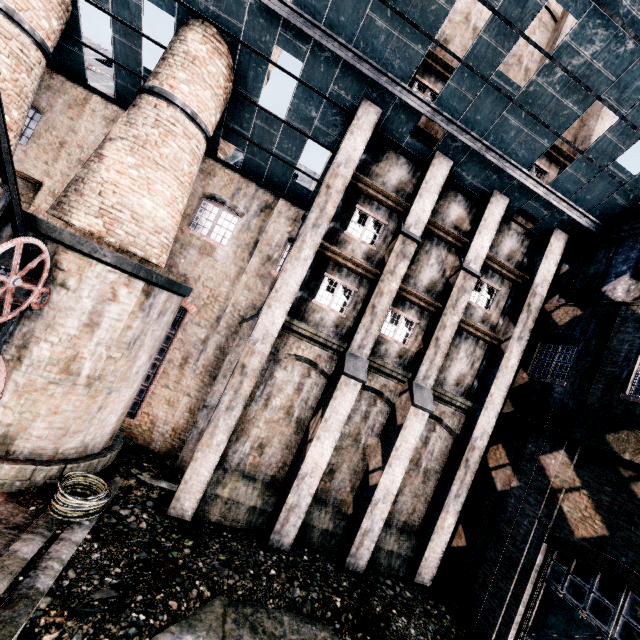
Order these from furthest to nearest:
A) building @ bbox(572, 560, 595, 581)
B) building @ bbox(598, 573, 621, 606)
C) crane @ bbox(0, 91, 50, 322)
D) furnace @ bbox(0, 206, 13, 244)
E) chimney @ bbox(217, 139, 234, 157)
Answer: chimney @ bbox(217, 139, 234, 157), building @ bbox(572, 560, 595, 581), building @ bbox(598, 573, 621, 606), furnace @ bbox(0, 206, 13, 244), crane @ bbox(0, 91, 50, 322)

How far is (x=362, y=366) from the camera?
12.3m

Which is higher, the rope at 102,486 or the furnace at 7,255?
the furnace at 7,255

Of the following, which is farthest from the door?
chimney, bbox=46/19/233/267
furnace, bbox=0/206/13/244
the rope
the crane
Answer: the crane

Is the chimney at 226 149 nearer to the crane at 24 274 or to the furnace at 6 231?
the furnace at 6 231

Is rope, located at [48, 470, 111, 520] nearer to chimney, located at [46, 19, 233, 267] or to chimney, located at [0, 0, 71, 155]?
chimney, located at [46, 19, 233, 267]

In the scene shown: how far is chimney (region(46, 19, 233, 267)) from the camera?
10.5m

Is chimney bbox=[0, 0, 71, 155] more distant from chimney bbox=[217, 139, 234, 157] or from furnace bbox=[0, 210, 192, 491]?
chimney bbox=[217, 139, 234, 157]
